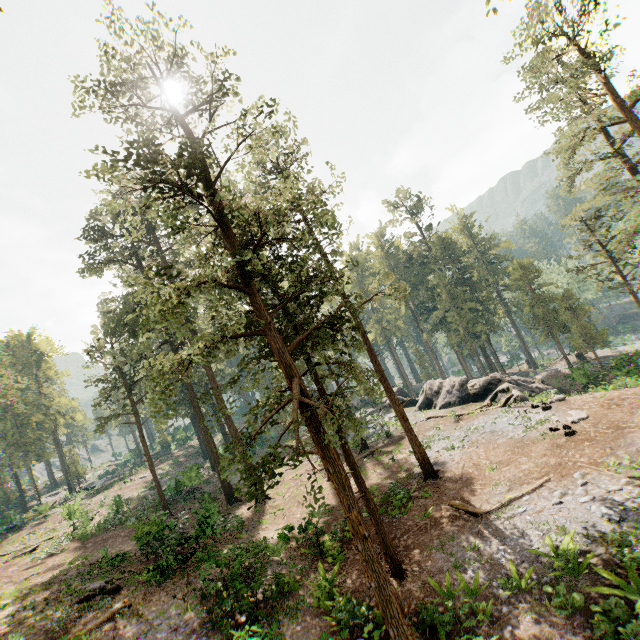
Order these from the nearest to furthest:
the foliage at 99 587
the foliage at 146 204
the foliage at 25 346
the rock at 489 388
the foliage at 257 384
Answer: the foliage at 146 204
the foliage at 257 384
the foliage at 99 587
the rock at 489 388
the foliage at 25 346

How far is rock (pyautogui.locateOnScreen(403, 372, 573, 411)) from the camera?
27.8 meters

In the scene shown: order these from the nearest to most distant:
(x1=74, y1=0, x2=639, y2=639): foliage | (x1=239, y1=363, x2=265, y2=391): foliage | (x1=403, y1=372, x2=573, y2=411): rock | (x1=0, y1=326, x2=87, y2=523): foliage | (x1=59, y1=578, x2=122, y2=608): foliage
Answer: (x1=74, y1=0, x2=639, y2=639): foliage, (x1=239, y1=363, x2=265, y2=391): foliage, (x1=59, y1=578, x2=122, y2=608): foliage, (x1=403, y1=372, x2=573, y2=411): rock, (x1=0, y1=326, x2=87, y2=523): foliage

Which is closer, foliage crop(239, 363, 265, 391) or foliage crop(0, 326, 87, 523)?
foliage crop(239, 363, 265, 391)

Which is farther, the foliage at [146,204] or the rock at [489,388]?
the rock at [489,388]

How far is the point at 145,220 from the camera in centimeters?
2925cm
